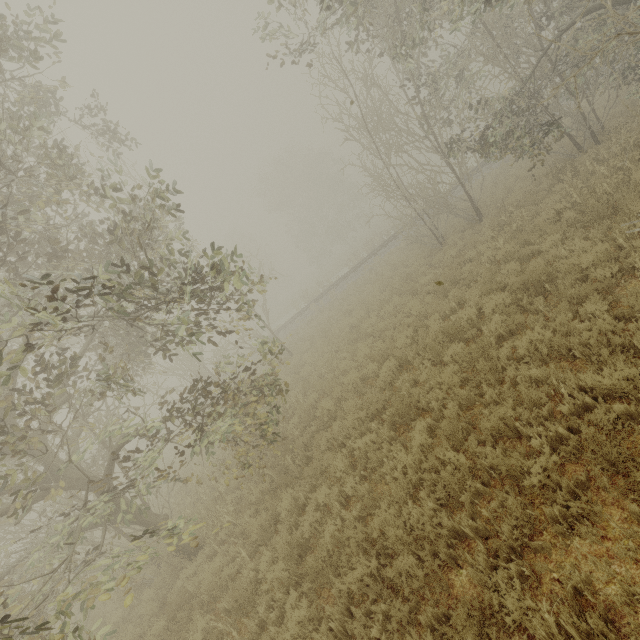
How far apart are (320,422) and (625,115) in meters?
16.3 m
